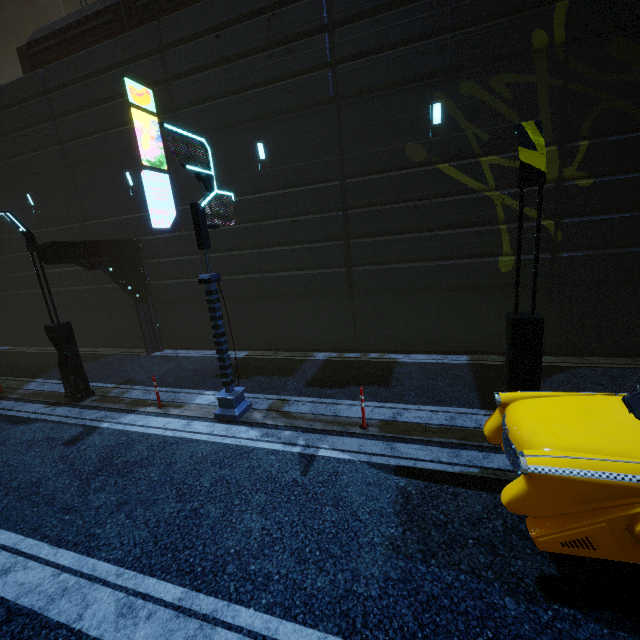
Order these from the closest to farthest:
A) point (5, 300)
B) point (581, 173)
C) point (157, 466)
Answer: point (157, 466), point (581, 173), point (5, 300)

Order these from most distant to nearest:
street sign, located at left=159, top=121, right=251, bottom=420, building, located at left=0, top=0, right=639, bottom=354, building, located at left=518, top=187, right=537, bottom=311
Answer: building, located at left=518, top=187, right=537, bottom=311 → building, located at left=0, top=0, right=639, bottom=354 → street sign, located at left=159, top=121, right=251, bottom=420

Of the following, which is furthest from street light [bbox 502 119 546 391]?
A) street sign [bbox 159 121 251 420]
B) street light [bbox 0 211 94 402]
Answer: street light [bbox 0 211 94 402]

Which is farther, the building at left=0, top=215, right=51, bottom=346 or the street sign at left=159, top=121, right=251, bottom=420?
the building at left=0, top=215, right=51, bottom=346

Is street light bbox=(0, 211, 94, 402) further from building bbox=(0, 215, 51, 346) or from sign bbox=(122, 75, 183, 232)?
sign bbox=(122, 75, 183, 232)

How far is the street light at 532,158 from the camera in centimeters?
504cm

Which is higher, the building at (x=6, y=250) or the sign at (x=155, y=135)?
the sign at (x=155, y=135)

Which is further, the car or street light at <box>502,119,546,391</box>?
street light at <box>502,119,546,391</box>
